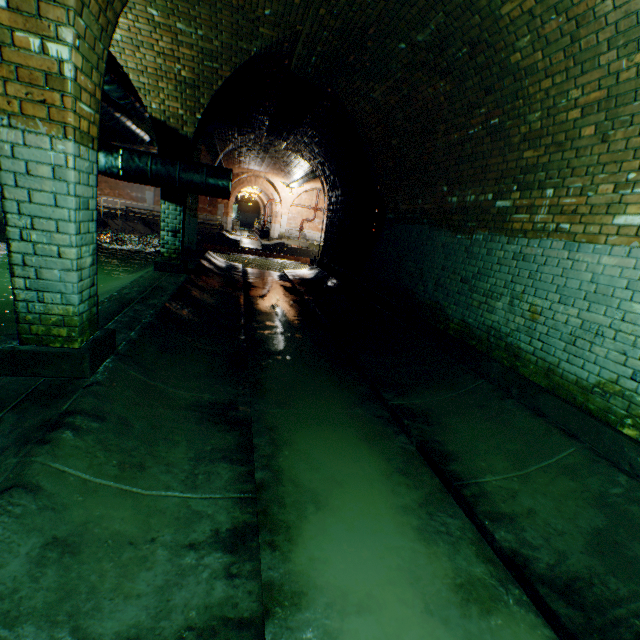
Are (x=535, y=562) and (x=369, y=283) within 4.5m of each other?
no

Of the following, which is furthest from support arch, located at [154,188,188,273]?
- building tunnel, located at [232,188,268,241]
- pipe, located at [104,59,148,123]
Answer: building tunnel, located at [232,188,268,241]

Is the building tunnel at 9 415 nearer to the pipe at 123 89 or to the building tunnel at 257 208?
the pipe at 123 89

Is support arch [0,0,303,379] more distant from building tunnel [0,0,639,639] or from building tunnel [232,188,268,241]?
building tunnel [232,188,268,241]

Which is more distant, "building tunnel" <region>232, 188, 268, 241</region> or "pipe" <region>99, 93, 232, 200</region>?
"building tunnel" <region>232, 188, 268, 241</region>

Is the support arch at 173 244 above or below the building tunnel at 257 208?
below

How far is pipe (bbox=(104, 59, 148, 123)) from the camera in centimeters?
705cm
